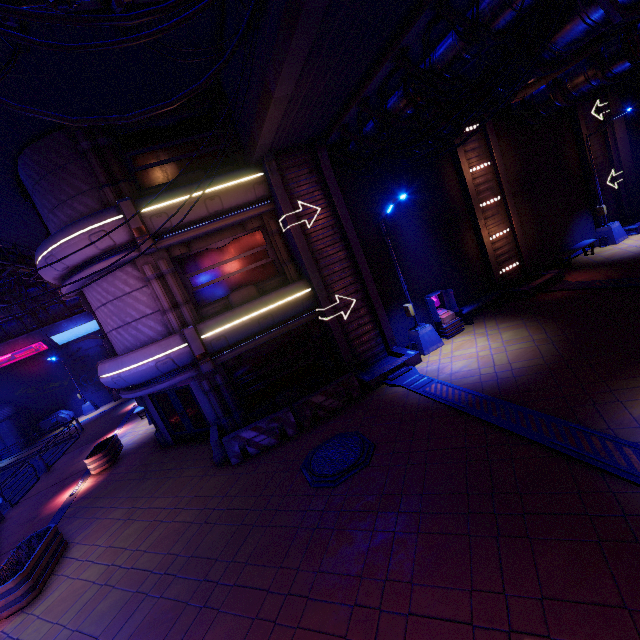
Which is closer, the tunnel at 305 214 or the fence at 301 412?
the fence at 301 412

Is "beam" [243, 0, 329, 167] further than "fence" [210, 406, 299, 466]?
No

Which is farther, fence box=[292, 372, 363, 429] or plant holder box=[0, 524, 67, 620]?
fence box=[292, 372, 363, 429]

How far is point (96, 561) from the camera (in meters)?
8.73

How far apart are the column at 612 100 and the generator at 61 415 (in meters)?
44.89

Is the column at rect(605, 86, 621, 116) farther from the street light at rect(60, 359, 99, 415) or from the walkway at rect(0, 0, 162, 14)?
the street light at rect(60, 359, 99, 415)

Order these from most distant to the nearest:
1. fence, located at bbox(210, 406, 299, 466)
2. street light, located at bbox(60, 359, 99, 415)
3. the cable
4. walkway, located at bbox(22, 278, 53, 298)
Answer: street light, located at bbox(60, 359, 99, 415) → walkway, located at bbox(22, 278, 53, 298) → fence, located at bbox(210, 406, 299, 466) → the cable

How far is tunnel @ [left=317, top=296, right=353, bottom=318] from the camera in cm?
1271
